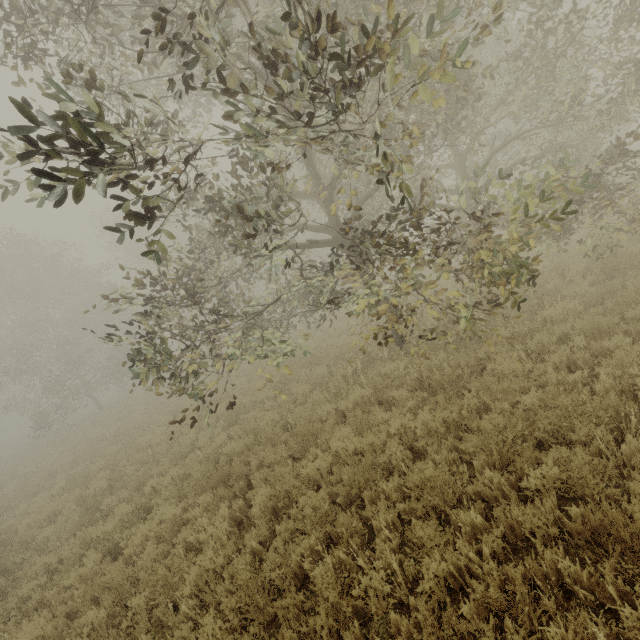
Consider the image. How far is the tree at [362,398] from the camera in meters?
7.9 m

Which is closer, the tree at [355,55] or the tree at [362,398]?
the tree at [355,55]

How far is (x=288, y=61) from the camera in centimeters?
328cm

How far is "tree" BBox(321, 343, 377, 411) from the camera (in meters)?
7.87

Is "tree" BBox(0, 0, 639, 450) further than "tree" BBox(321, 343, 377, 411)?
No

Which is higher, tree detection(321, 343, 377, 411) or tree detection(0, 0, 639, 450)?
tree detection(0, 0, 639, 450)
